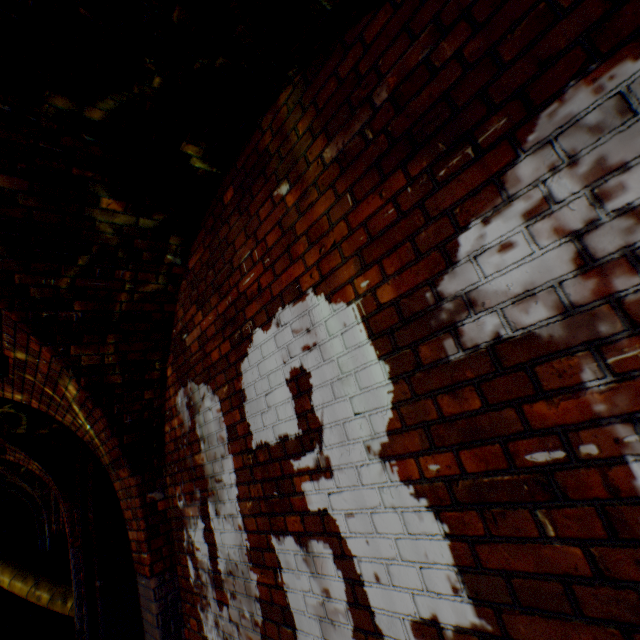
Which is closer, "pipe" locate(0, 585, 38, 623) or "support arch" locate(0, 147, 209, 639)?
"support arch" locate(0, 147, 209, 639)

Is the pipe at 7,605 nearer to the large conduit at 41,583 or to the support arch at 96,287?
the large conduit at 41,583

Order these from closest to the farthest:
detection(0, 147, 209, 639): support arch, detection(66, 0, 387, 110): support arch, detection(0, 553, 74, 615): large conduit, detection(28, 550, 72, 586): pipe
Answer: detection(66, 0, 387, 110): support arch
detection(0, 147, 209, 639): support arch
detection(0, 553, 74, 615): large conduit
detection(28, 550, 72, 586): pipe

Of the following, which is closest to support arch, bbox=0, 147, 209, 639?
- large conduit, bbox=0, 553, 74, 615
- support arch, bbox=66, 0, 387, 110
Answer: support arch, bbox=66, 0, 387, 110

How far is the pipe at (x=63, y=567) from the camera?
8.0m

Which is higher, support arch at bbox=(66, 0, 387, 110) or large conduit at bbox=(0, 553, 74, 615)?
support arch at bbox=(66, 0, 387, 110)

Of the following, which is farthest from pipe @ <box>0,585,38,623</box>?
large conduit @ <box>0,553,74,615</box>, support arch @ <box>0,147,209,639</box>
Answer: support arch @ <box>0,147,209,639</box>

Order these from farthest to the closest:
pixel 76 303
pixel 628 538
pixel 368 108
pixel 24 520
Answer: pixel 24 520 → pixel 76 303 → pixel 368 108 → pixel 628 538
